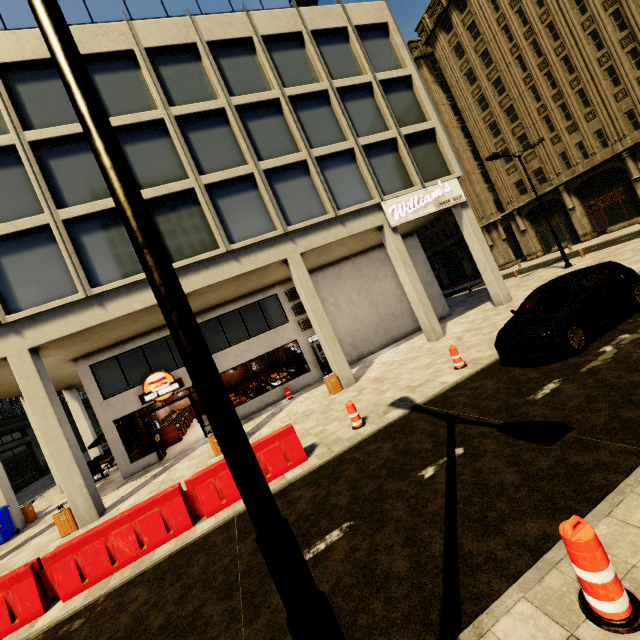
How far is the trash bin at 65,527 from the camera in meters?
10.1 m

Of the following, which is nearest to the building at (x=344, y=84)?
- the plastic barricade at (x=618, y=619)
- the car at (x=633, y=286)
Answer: the car at (x=633, y=286)

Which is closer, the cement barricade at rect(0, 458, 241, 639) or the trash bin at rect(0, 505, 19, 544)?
the cement barricade at rect(0, 458, 241, 639)

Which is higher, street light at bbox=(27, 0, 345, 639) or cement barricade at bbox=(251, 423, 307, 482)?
street light at bbox=(27, 0, 345, 639)

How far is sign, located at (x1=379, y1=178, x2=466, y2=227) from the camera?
15.0m

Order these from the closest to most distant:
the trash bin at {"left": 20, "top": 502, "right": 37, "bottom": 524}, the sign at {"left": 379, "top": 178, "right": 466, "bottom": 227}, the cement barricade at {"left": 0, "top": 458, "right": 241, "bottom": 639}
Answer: the cement barricade at {"left": 0, "top": 458, "right": 241, "bottom": 639} < the trash bin at {"left": 20, "top": 502, "right": 37, "bottom": 524} < the sign at {"left": 379, "top": 178, "right": 466, "bottom": 227}

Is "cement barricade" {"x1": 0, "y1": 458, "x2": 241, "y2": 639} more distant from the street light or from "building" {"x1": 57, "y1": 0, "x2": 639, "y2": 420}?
the street light

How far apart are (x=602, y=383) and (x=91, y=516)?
14.23m
